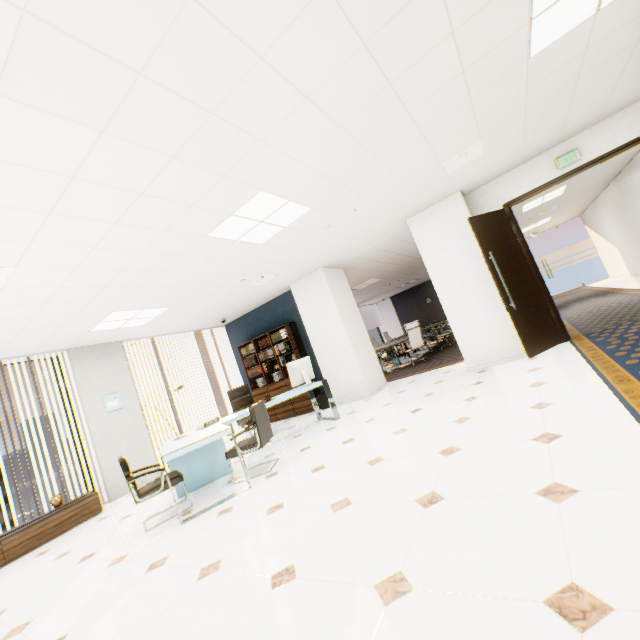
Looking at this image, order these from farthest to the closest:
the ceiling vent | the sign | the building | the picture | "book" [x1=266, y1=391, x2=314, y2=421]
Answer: the building → "book" [x1=266, y1=391, x2=314, y2=421] → the picture → the sign → the ceiling vent

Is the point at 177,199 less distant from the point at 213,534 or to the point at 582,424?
the point at 213,534

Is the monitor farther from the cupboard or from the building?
the building

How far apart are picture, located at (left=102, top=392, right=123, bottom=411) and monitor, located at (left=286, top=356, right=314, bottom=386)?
3.7m

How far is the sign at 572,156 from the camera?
4.93m

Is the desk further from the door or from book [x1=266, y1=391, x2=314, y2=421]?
the door

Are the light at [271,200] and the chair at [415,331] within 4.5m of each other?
no

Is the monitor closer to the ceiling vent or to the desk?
the desk
